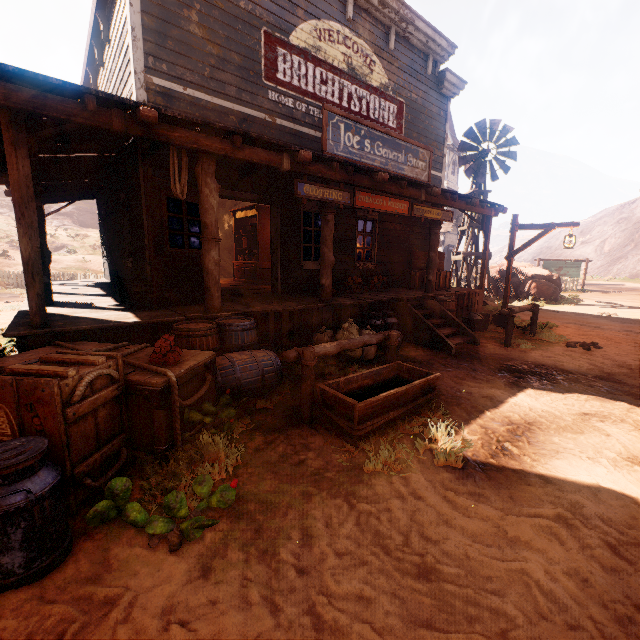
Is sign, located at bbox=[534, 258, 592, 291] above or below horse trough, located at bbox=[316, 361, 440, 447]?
above

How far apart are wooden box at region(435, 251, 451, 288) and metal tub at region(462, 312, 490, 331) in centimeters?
109cm

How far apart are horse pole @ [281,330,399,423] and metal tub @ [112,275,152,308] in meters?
3.2 m

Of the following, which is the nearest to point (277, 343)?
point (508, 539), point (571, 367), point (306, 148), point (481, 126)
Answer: point (508, 539)

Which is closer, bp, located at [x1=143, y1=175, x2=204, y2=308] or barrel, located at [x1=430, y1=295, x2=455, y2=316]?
bp, located at [x1=143, y1=175, x2=204, y2=308]

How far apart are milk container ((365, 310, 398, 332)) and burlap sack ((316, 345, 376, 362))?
0.04m

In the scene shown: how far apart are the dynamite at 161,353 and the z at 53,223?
33.8m

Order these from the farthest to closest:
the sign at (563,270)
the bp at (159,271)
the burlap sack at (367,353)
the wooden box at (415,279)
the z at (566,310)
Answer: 1. the sign at (563,270)
2. the wooden box at (415,279)
3. the burlap sack at (367,353)
4. the bp at (159,271)
5. the z at (566,310)
